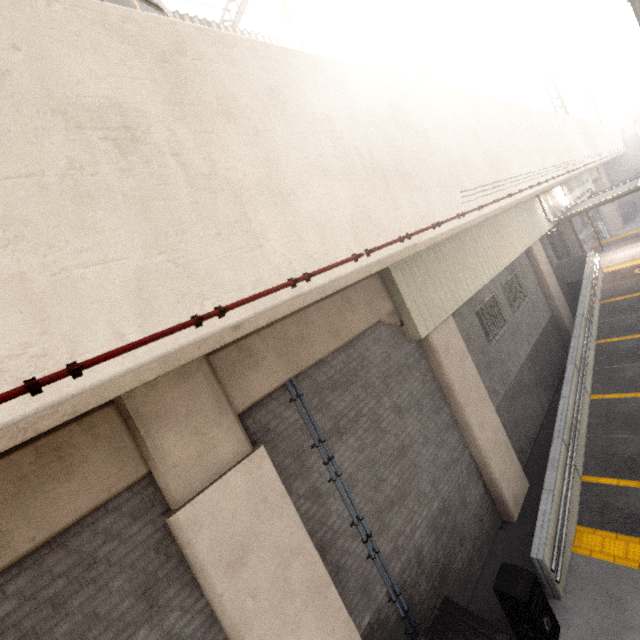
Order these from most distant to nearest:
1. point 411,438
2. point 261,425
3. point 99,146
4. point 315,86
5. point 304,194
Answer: point 411,438 → point 261,425 → point 315,86 → point 304,194 → point 99,146

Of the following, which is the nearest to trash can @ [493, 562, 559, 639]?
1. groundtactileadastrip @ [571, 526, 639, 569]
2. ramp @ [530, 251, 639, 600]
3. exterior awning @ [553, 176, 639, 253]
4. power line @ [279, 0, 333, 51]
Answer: ramp @ [530, 251, 639, 600]

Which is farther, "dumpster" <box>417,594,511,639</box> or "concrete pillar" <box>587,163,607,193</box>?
"concrete pillar" <box>587,163,607,193</box>

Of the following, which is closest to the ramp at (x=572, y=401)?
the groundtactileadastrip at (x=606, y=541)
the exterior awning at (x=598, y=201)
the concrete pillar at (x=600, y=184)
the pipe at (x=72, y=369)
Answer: the groundtactileadastrip at (x=606, y=541)

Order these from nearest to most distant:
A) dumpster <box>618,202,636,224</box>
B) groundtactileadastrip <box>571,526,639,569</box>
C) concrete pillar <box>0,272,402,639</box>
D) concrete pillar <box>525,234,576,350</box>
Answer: concrete pillar <box>0,272,402,639</box>
groundtactileadastrip <box>571,526,639,569</box>
concrete pillar <box>525,234,576,350</box>
dumpster <box>618,202,636,224</box>

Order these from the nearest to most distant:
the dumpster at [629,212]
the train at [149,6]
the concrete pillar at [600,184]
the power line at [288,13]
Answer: the train at [149,6] → the power line at [288,13] → the concrete pillar at [600,184] → the dumpster at [629,212]

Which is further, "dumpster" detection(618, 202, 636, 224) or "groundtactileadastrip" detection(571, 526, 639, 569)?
"dumpster" detection(618, 202, 636, 224)

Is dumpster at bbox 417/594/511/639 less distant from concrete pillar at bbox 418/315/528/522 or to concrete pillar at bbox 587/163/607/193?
→ concrete pillar at bbox 418/315/528/522
